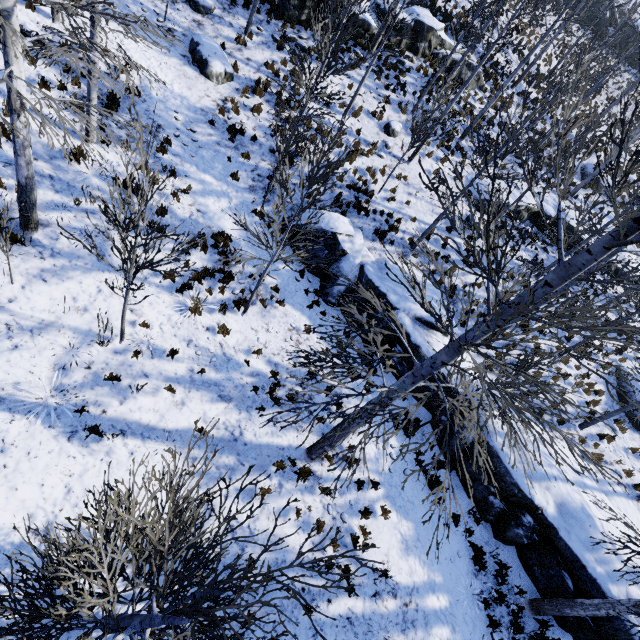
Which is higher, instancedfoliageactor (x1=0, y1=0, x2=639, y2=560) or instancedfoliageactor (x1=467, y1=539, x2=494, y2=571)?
instancedfoliageactor (x1=0, y1=0, x2=639, y2=560)

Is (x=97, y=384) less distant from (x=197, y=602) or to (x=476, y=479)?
(x=197, y=602)

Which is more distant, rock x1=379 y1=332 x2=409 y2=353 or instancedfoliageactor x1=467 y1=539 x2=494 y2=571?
rock x1=379 y1=332 x2=409 y2=353

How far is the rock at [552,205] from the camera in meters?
17.8

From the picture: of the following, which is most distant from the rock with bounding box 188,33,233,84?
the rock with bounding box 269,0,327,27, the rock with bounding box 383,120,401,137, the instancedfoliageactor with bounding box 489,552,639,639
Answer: the instancedfoliageactor with bounding box 489,552,639,639

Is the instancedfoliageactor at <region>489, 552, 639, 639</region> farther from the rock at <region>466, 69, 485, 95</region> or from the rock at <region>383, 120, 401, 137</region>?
the rock at <region>466, 69, 485, 95</region>

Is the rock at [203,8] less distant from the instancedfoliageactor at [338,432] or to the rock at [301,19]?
the rock at [301,19]

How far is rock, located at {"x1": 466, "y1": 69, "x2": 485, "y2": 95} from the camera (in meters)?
18.42
